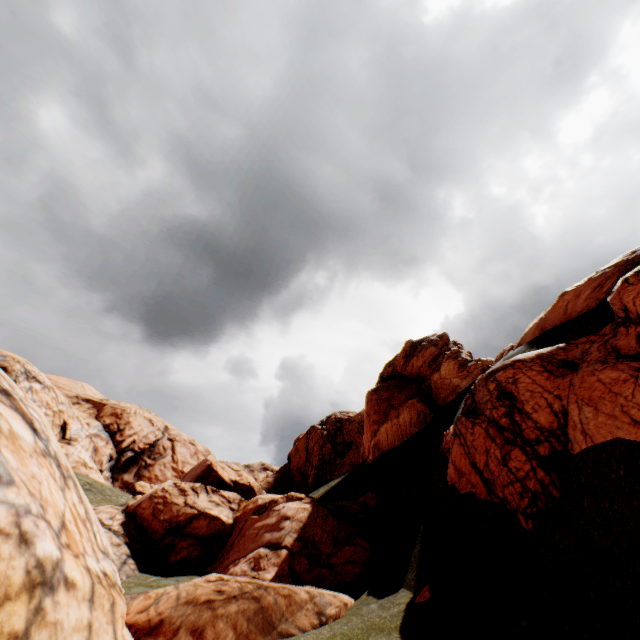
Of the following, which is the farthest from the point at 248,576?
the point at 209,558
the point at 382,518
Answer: the point at 382,518
